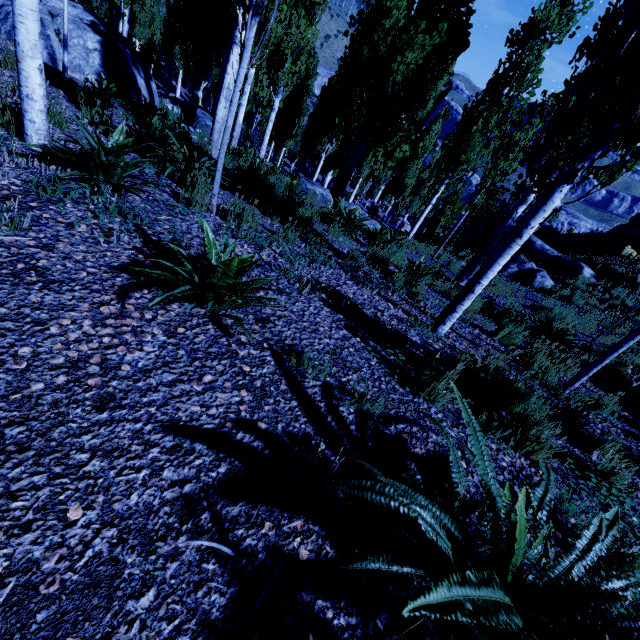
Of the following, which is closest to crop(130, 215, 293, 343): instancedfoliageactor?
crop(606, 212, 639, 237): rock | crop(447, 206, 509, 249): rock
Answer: crop(447, 206, 509, 249): rock

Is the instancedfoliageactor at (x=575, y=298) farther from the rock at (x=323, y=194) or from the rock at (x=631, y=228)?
the rock at (x=631, y=228)

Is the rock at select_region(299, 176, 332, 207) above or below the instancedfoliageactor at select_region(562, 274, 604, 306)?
below

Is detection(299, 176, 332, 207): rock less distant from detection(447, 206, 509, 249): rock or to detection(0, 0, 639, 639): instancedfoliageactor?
detection(0, 0, 639, 639): instancedfoliageactor

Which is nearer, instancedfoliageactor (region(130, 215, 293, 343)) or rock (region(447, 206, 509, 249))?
instancedfoliageactor (region(130, 215, 293, 343))

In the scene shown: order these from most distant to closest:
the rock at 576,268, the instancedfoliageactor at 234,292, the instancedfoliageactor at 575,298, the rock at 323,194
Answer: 1. the rock at 576,268
2. the instancedfoliageactor at 575,298
3. the rock at 323,194
4. the instancedfoliageactor at 234,292

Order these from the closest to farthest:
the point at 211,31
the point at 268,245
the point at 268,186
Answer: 1. the point at 268,245
2. the point at 268,186
3. the point at 211,31

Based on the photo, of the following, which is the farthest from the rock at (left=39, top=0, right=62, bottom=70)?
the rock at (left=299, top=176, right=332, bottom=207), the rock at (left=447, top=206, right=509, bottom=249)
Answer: the rock at (left=447, top=206, right=509, bottom=249)
